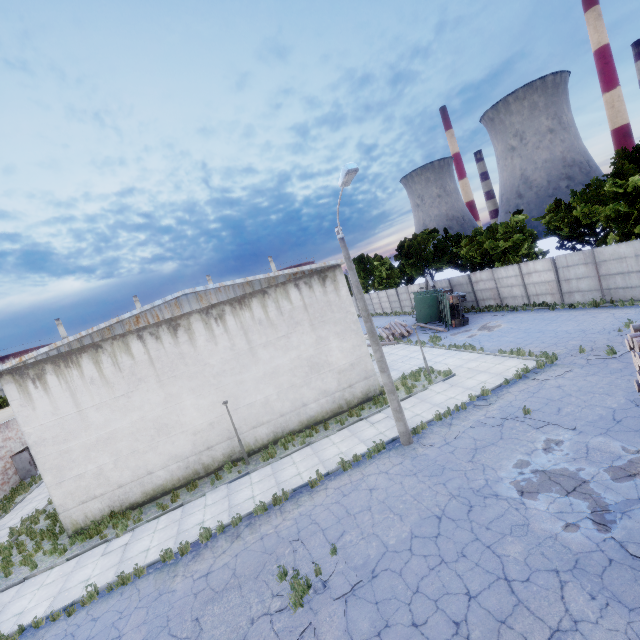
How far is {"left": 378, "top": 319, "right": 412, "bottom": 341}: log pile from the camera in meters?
30.3 m

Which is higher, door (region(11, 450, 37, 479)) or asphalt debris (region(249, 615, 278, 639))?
door (region(11, 450, 37, 479))

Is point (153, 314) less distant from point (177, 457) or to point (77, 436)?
point (77, 436)

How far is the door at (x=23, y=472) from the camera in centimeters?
2580cm

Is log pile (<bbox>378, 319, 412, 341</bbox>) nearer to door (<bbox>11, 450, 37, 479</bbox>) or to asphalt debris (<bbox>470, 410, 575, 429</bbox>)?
asphalt debris (<bbox>470, 410, 575, 429</bbox>)

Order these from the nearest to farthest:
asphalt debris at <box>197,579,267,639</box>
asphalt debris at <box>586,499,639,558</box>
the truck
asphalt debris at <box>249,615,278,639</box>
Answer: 1. asphalt debris at <box>586,499,639,558</box>
2. asphalt debris at <box>249,615,278,639</box>
3. asphalt debris at <box>197,579,267,639</box>
4. the truck

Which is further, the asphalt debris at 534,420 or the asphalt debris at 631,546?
the asphalt debris at 534,420

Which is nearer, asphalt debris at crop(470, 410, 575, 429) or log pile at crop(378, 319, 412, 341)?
asphalt debris at crop(470, 410, 575, 429)
